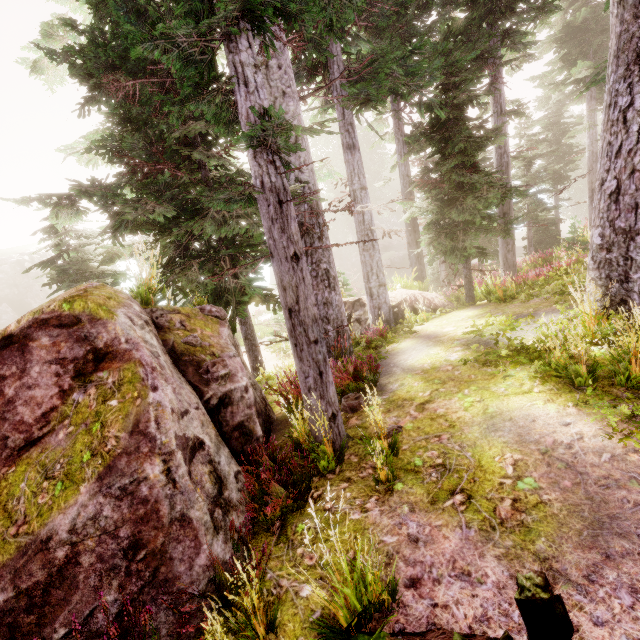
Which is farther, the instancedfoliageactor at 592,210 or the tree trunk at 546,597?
the instancedfoliageactor at 592,210

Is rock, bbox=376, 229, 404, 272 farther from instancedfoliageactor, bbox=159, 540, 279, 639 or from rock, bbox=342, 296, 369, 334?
rock, bbox=342, 296, 369, 334

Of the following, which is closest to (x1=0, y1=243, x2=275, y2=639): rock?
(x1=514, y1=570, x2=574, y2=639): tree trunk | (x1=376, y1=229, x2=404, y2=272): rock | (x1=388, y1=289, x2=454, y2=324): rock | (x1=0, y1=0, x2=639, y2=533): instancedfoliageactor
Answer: (x1=0, y1=0, x2=639, y2=533): instancedfoliageactor

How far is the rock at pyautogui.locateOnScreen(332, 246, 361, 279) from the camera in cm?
4350

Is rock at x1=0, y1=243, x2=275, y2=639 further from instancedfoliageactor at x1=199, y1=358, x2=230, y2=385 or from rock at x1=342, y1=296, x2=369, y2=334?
rock at x1=342, y1=296, x2=369, y2=334

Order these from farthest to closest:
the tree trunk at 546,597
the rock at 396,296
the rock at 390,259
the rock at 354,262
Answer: the rock at 354,262 < the rock at 390,259 < the rock at 396,296 < the tree trunk at 546,597

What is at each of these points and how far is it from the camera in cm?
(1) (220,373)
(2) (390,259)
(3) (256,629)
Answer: (1) instancedfoliageactor, 552
(2) rock, 4066
(3) instancedfoliageactor, 277
